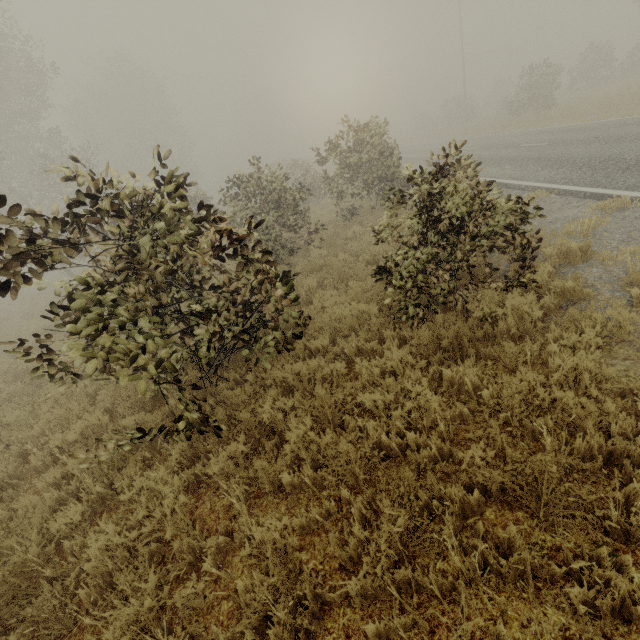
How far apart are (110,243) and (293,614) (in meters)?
4.04
